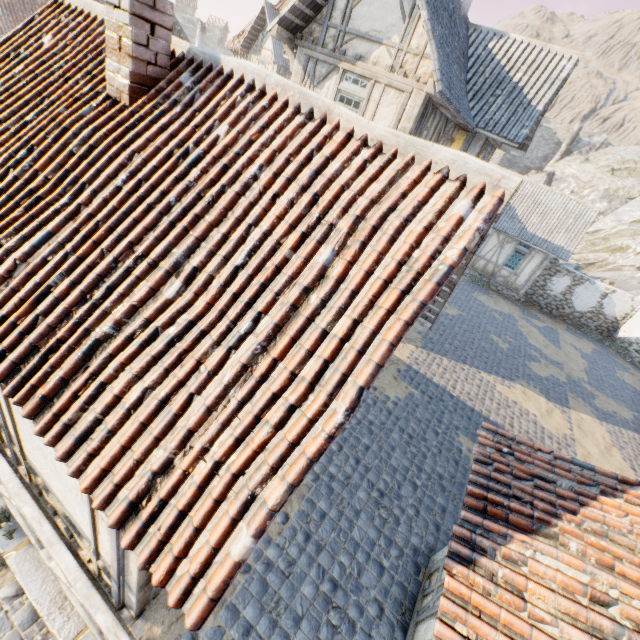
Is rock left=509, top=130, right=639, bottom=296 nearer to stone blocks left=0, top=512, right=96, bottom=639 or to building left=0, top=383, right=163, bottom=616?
stone blocks left=0, top=512, right=96, bottom=639

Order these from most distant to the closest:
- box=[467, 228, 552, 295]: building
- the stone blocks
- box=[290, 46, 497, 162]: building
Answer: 1. box=[467, 228, 552, 295]: building
2. box=[290, 46, 497, 162]: building
3. the stone blocks

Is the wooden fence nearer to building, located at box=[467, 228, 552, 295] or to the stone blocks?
the stone blocks

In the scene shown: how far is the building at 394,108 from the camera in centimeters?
801cm

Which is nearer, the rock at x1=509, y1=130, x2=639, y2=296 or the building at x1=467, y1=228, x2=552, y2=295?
the building at x1=467, y1=228, x2=552, y2=295

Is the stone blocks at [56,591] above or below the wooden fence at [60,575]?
below

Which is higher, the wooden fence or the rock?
the rock

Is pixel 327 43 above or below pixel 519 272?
above
